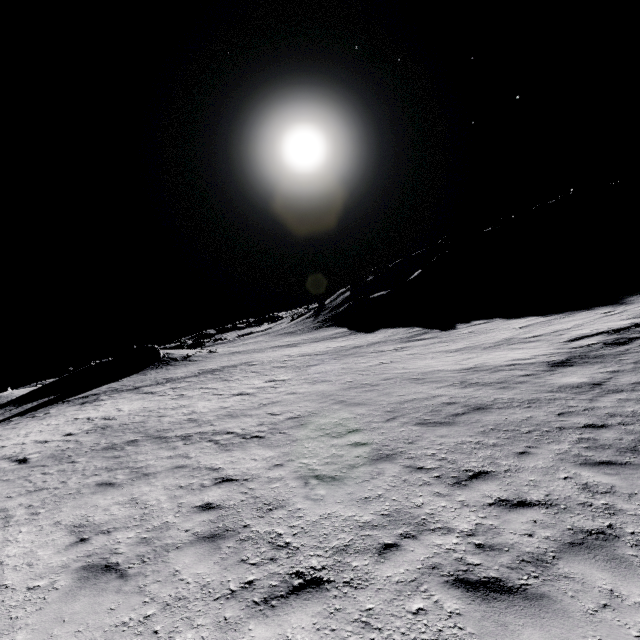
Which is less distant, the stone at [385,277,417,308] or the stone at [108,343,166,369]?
the stone at [108,343,166,369]

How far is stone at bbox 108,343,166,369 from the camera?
44.4 meters

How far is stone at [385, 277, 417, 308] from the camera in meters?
56.0 m

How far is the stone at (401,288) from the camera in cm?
5600

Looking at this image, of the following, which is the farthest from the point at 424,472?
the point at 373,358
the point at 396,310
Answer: the point at 396,310

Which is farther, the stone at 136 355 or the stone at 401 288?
the stone at 401 288

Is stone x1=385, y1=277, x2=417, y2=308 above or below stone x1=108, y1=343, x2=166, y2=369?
below
